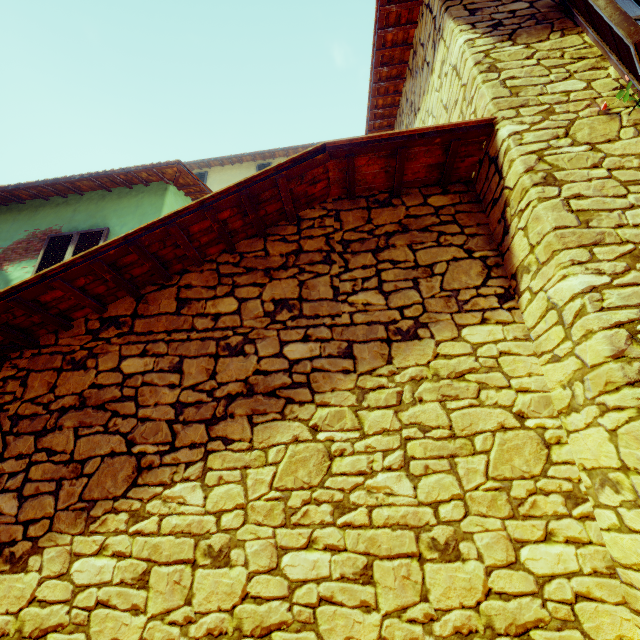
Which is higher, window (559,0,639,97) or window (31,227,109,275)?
window (31,227,109,275)

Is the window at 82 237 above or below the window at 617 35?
above

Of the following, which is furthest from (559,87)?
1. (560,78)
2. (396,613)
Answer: (396,613)

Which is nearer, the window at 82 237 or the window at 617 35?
the window at 617 35

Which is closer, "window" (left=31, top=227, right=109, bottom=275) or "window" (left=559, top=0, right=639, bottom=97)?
"window" (left=559, top=0, right=639, bottom=97)

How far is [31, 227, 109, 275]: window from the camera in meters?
5.4 m
